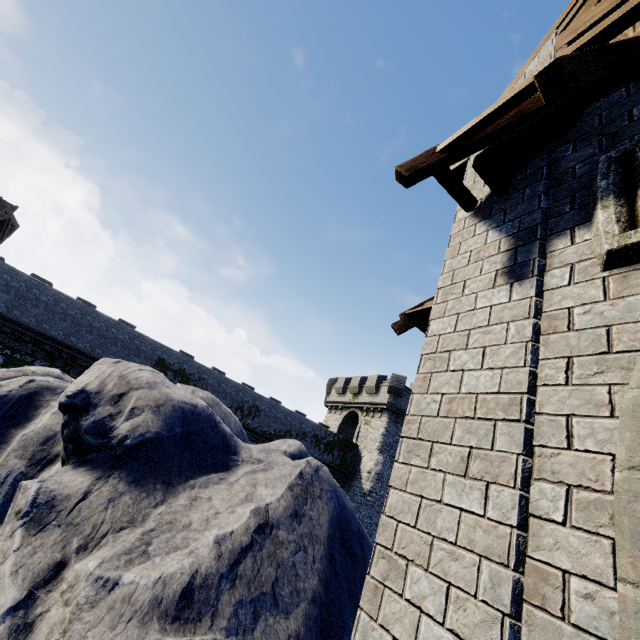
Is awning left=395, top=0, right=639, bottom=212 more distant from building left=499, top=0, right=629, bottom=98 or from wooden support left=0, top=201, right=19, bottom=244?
wooden support left=0, top=201, right=19, bottom=244

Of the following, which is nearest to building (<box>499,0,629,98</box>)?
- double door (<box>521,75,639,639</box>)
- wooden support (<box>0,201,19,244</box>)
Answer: double door (<box>521,75,639,639</box>)

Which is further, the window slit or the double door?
the window slit

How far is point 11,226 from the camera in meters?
21.5 m

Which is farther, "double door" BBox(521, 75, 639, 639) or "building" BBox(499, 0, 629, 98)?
"building" BBox(499, 0, 629, 98)

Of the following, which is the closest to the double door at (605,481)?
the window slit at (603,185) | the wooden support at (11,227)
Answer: the window slit at (603,185)

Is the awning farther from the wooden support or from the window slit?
the wooden support

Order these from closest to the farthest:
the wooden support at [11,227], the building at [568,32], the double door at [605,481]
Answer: the double door at [605,481], the building at [568,32], the wooden support at [11,227]
